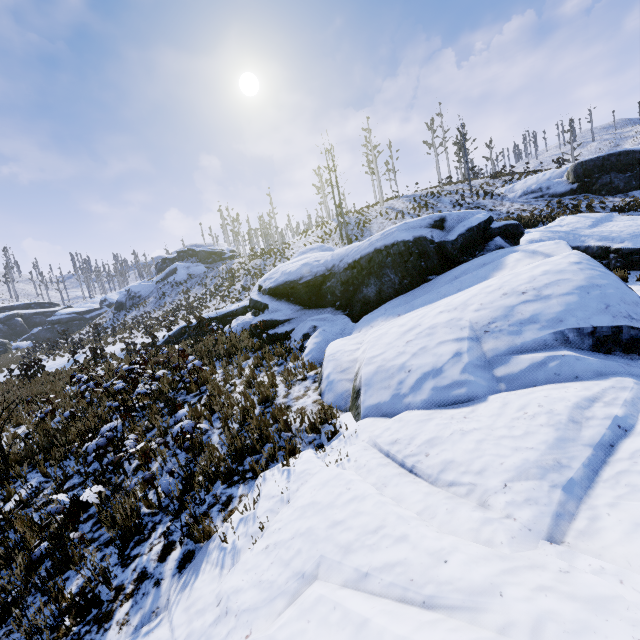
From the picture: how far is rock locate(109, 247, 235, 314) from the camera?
48.5m

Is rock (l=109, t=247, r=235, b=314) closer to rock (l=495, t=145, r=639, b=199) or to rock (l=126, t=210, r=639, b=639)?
rock (l=126, t=210, r=639, b=639)

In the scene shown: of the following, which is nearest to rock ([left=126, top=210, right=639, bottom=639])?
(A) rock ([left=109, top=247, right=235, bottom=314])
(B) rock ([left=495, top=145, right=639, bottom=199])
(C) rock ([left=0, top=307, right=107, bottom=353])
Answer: (B) rock ([left=495, top=145, right=639, bottom=199])

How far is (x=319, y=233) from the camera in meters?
34.6

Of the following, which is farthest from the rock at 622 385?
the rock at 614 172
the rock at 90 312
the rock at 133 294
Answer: the rock at 133 294

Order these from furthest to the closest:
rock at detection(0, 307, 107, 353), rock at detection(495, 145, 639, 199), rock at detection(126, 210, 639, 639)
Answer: rock at detection(0, 307, 107, 353) → rock at detection(495, 145, 639, 199) → rock at detection(126, 210, 639, 639)

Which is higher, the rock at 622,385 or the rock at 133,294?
the rock at 133,294
